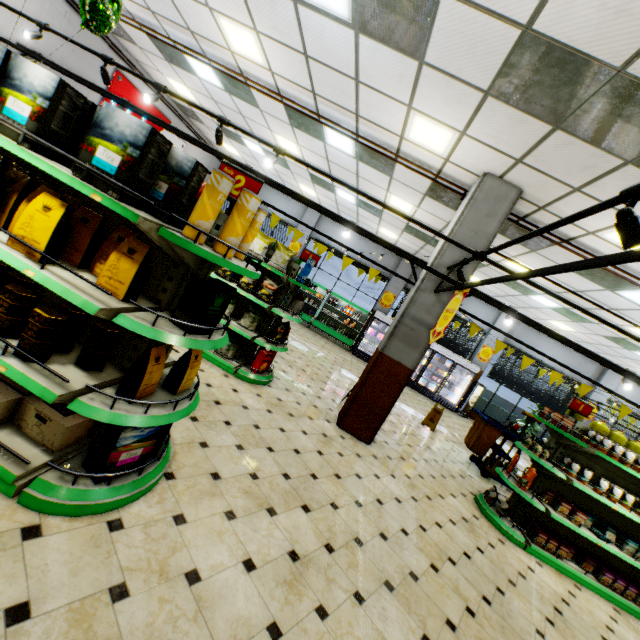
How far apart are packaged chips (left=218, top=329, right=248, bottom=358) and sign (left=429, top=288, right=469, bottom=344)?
3.1m

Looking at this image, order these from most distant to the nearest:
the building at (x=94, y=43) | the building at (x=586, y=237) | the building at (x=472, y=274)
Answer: the building at (x=94, y=43) → the building at (x=472, y=274) → the building at (x=586, y=237)

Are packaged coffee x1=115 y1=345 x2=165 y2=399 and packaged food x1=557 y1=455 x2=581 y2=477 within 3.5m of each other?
no

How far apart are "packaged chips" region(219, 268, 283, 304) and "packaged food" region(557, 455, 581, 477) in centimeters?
555cm

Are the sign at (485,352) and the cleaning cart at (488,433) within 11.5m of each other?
yes

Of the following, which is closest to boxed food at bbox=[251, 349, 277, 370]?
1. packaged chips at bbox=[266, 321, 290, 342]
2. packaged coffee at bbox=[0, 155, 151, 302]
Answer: packaged chips at bbox=[266, 321, 290, 342]

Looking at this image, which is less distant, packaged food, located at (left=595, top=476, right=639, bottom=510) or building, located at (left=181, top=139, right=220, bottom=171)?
packaged food, located at (left=595, top=476, right=639, bottom=510)

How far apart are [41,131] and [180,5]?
5.41m
